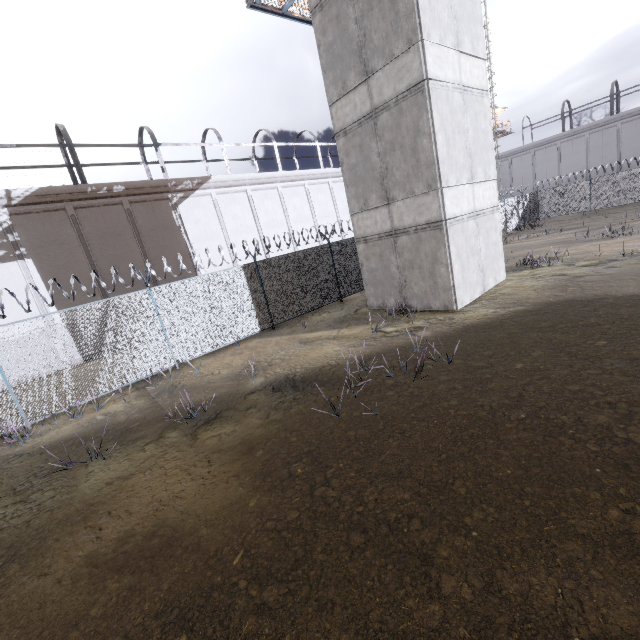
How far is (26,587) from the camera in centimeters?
400cm

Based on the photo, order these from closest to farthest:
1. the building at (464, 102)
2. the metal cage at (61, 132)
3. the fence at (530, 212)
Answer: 1. the building at (464, 102)
2. the metal cage at (61, 132)
3. the fence at (530, 212)

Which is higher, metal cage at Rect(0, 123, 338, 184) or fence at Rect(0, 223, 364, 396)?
metal cage at Rect(0, 123, 338, 184)

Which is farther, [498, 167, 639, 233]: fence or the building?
[498, 167, 639, 233]: fence

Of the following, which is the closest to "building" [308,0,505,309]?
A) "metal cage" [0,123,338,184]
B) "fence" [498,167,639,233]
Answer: "fence" [498,167,639,233]

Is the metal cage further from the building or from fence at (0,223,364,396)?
the building

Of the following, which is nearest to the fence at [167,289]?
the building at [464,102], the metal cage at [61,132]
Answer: the building at [464,102]
